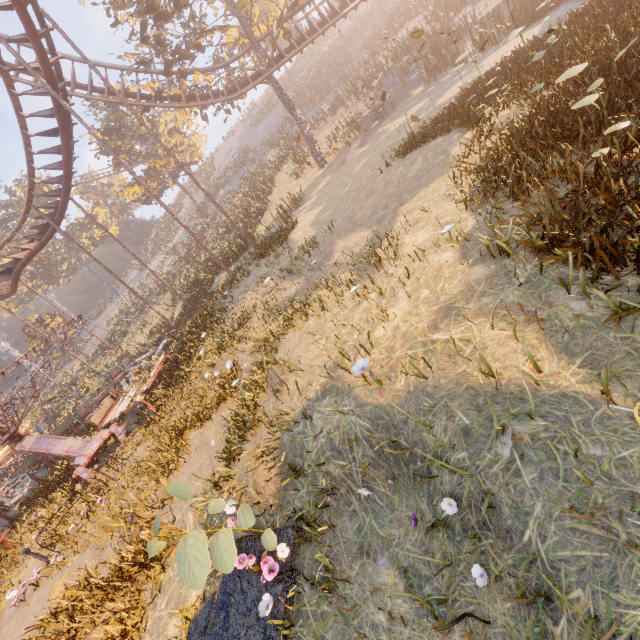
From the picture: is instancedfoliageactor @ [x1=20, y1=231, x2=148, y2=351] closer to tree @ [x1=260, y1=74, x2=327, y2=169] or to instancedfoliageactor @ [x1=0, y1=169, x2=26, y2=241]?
instancedfoliageactor @ [x1=0, y1=169, x2=26, y2=241]

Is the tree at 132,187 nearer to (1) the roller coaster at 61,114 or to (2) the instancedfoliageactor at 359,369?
(1) the roller coaster at 61,114

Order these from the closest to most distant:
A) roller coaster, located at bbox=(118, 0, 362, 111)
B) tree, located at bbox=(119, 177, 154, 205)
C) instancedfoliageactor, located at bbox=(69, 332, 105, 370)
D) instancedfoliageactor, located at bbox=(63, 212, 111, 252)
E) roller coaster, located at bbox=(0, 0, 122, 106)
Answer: roller coaster, located at bbox=(0, 0, 122, 106) → roller coaster, located at bbox=(118, 0, 362, 111) → instancedfoliageactor, located at bbox=(69, 332, 105, 370) → tree, located at bbox=(119, 177, 154, 205) → instancedfoliageactor, located at bbox=(63, 212, 111, 252)

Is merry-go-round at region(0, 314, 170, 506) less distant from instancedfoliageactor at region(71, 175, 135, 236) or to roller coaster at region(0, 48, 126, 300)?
roller coaster at region(0, 48, 126, 300)

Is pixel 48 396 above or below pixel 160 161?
below

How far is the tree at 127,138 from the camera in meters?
31.4 m

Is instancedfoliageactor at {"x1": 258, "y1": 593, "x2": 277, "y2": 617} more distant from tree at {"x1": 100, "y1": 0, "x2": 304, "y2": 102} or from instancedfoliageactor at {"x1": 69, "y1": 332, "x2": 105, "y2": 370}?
instancedfoliageactor at {"x1": 69, "y1": 332, "x2": 105, "y2": 370}

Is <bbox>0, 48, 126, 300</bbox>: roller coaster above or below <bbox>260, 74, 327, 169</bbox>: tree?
above
